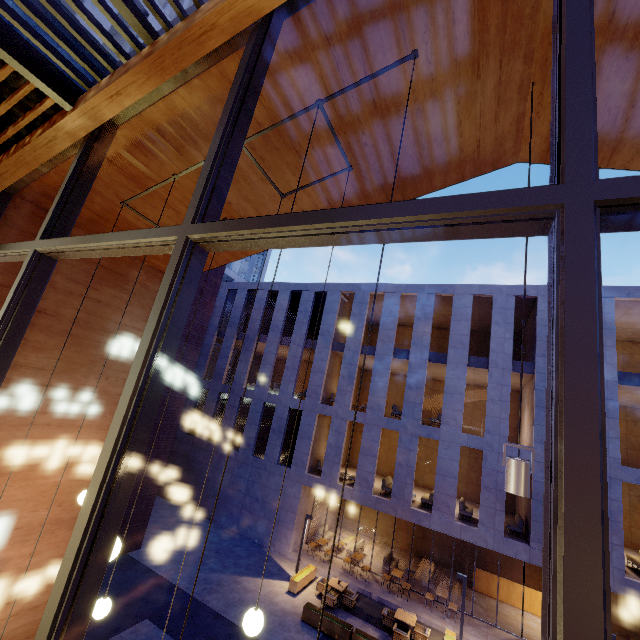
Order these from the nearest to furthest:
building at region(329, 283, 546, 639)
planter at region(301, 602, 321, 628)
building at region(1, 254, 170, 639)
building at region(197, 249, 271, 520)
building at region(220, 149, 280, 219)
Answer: building at region(220, 149, 280, 219) → building at region(1, 254, 170, 639) → planter at region(301, 602, 321, 628) → building at region(329, 283, 546, 639) → building at region(197, 249, 271, 520)

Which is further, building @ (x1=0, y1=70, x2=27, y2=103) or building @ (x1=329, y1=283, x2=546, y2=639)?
building @ (x1=329, y1=283, x2=546, y2=639)

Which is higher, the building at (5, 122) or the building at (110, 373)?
the building at (5, 122)

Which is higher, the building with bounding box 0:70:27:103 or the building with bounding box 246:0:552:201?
the building with bounding box 246:0:552:201

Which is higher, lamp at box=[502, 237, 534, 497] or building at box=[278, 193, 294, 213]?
building at box=[278, 193, 294, 213]

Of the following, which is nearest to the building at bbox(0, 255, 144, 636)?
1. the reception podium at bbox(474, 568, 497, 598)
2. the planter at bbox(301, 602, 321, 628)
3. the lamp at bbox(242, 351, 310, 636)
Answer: the lamp at bbox(242, 351, 310, 636)

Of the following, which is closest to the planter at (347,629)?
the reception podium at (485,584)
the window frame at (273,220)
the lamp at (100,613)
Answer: the reception podium at (485,584)

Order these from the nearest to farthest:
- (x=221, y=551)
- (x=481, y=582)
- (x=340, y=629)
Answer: (x=340, y=629), (x=221, y=551), (x=481, y=582)
